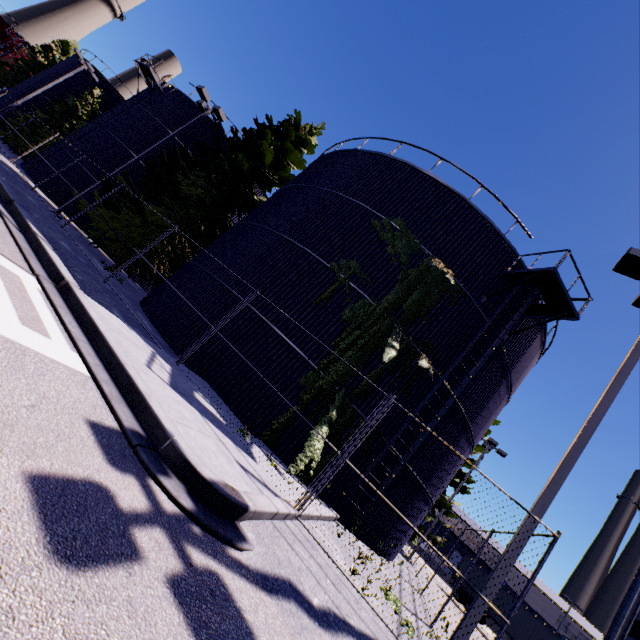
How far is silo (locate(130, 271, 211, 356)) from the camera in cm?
1131

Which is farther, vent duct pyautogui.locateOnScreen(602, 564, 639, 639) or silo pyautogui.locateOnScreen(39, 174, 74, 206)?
vent duct pyautogui.locateOnScreen(602, 564, 639, 639)

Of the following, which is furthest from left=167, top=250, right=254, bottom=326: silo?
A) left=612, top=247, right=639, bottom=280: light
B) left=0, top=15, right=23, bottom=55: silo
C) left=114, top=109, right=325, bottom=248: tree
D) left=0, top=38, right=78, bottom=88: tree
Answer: left=0, top=15, right=23, bottom=55: silo

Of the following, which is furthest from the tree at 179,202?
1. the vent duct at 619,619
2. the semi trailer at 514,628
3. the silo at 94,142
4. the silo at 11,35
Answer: the silo at 11,35

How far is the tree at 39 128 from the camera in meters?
29.8

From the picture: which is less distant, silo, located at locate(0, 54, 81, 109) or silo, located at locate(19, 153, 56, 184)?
silo, located at locate(19, 153, 56, 184)

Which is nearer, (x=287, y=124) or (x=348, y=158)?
(x=348, y=158)
